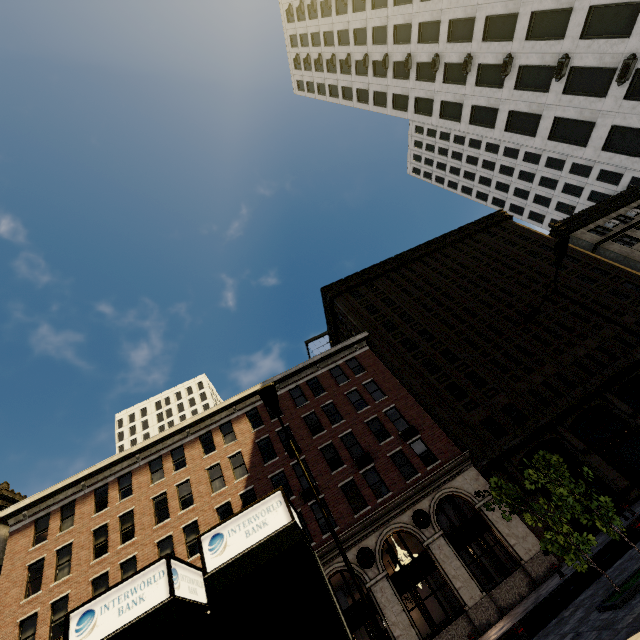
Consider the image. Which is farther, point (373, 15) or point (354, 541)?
point (373, 15)

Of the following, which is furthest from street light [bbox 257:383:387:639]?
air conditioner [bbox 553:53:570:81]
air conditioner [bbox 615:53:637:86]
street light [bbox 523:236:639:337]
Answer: air conditioner [bbox 553:53:570:81]

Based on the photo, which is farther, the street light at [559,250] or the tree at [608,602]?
the street light at [559,250]

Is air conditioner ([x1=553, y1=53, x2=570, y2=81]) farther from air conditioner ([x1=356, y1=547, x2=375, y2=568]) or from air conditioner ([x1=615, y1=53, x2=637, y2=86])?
air conditioner ([x1=356, y1=547, x2=375, y2=568])

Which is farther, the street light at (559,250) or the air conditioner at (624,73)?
the air conditioner at (624,73)

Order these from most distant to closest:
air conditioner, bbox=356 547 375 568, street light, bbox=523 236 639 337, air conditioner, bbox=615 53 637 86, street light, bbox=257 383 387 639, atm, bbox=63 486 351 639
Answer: air conditioner, bbox=615 53 637 86
air conditioner, bbox=356 547 375 568
street light, bbox=523 236 639 337
street light, bbox=257 383 387 639
atm, bbox=63 486 351 639

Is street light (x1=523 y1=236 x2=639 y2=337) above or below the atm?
above

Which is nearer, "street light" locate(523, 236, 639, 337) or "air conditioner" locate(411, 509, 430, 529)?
"street light" locate(523, 236, 639, 337)
